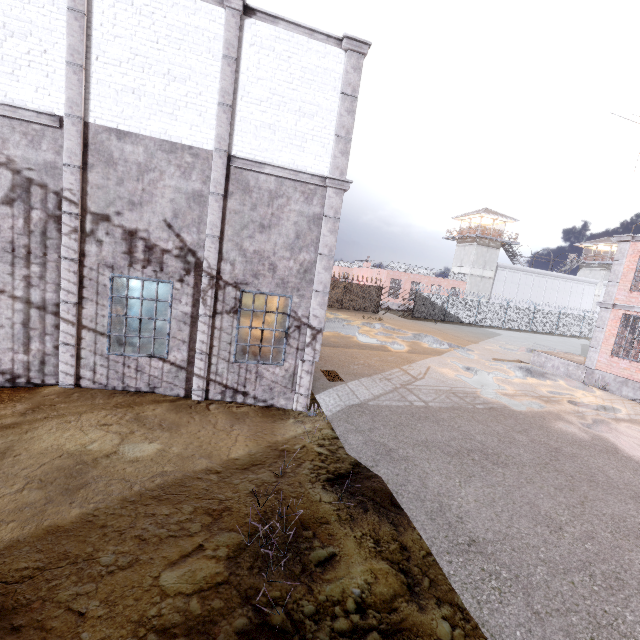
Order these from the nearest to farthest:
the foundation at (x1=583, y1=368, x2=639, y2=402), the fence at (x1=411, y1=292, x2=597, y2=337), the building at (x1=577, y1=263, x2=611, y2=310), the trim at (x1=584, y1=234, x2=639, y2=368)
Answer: the foundation at (x1=583, y1=368, x2=639, y2=402)
the trim at (x1=584, y1=234, x2=639, y2=368)
the fence at (x1=411, y1=292, x2=597, y2=337)
the building at (x1=577, y1=263, x2=611, y2=310)

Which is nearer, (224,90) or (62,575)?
(62,575)

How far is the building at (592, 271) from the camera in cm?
4947

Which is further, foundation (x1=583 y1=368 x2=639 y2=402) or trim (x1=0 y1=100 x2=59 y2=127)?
foundation (x1=583 y1=368 x2=639 y2=402)

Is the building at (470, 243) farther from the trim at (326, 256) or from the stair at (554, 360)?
the trim at (326, 256)

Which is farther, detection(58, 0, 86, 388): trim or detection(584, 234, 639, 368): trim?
detection(584, 234, 639, 368): trim

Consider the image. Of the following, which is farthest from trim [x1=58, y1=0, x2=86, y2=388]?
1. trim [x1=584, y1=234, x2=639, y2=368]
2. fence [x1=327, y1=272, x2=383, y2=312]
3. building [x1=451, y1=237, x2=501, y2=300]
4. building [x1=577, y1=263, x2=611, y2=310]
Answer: building [x1=577, y1=263, x2=611, y2=310]
